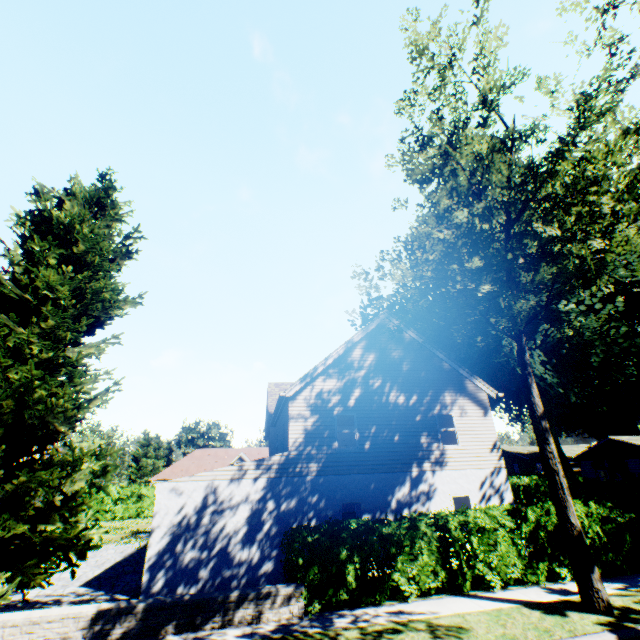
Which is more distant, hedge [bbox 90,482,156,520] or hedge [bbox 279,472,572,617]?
hedge [bbox 90,482,156,520]

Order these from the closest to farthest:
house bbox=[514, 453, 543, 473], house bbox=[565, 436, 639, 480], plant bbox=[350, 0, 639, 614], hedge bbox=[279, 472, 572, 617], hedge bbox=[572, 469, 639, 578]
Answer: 1. plant bbox=[350, 0, 639, 614]
2. hedge bbox=[279, 472, 572, 617]
3. hedge bbox=[572, 469, 639, 578]
4. house bbox=[565, 436, 639, 480]
5. house bbox=[514, 453, 543, 473]

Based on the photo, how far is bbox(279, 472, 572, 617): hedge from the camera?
9.31m

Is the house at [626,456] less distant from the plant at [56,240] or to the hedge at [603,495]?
the plant at [56,240]

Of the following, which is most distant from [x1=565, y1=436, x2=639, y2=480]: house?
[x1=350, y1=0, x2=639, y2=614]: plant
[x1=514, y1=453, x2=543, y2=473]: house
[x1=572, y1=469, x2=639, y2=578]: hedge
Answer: [x1=514, y1=453, x2=543, y2=473]: house

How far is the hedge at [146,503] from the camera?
32.1 meters

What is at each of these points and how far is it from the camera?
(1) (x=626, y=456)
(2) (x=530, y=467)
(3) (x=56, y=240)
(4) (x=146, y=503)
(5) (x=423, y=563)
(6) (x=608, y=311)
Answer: (1) house, 32.4 meters
(2) house, 58.0 meters
(3) plant, 12.5 meters
(4) hedge, 33.0 meters
(5) hedge, 9.9 meters
(6) plant, 25.1 meters

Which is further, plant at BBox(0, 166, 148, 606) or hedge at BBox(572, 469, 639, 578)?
hedge at BBox(572, 469, 639, 578)
